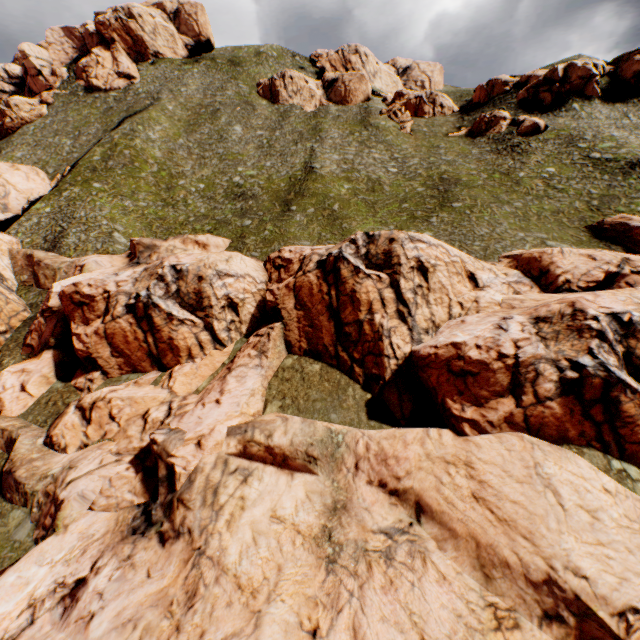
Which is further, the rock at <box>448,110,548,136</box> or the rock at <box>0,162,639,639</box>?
the rock at <box>448,110,548,136</box>

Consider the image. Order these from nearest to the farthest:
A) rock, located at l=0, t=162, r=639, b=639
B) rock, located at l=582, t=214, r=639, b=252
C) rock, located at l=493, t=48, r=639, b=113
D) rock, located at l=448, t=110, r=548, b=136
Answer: rock, located at l=0, t=162, r=639, b=639 → rock, located at l=582, t=214, r=639, b=252 → rock, located at l=448, t=110, r=548, b=136 → rock, located at l=493, t=48, r=639, b=113

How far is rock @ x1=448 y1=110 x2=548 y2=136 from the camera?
47.1m

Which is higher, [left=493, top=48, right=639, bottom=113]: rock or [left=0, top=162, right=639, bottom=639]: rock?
[left=493, top=48, right=639, bottom=113]: rock

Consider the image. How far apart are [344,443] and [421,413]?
5.49m

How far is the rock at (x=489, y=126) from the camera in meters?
47.1 m

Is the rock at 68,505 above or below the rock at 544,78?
below
